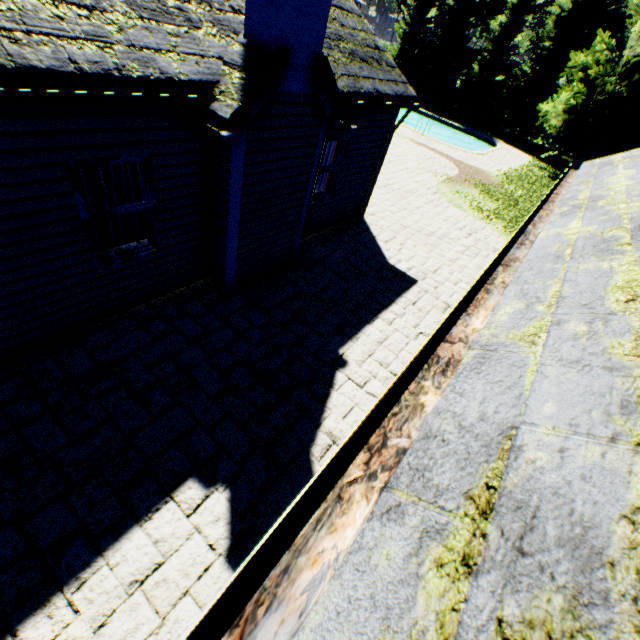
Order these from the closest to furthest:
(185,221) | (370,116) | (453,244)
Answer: (185,221) → (370,116) → (453,244)

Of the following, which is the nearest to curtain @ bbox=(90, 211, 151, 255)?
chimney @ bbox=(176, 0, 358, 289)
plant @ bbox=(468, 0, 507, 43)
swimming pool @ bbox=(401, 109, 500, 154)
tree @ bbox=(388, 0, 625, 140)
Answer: chimney @ bbox=(176, 0, 358, 289)

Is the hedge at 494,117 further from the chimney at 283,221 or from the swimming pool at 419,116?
the chimney at 283,221

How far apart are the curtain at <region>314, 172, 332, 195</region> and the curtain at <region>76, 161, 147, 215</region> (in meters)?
4.53

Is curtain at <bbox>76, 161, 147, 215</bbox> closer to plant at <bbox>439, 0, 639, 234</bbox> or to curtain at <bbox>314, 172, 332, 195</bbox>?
curtain at <bbox>314, 172, 332, 195</bbox>

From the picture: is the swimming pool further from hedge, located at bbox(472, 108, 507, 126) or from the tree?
hedge, located at bbox(472, 108, 507, 126)

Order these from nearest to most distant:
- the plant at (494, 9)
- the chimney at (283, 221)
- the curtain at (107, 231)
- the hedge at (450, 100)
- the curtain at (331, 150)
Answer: the chimney at (283, 221), the curtain at (107, 231), the curtain at (331, 150), the hedge at (450, 100), the plant at (494, 9)

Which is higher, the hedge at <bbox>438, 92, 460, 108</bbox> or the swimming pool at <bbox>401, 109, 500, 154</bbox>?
the hedge at <bbox>438, 92, 460, 108</bbox>
